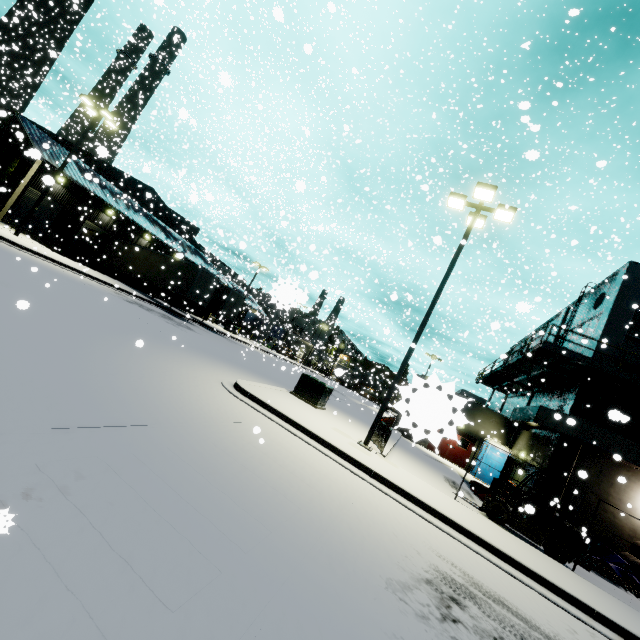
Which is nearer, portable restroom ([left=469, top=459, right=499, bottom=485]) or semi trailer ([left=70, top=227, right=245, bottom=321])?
portable restroom ([left=469, top=459, right=499, bottom=485])

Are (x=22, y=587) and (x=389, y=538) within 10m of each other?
yes

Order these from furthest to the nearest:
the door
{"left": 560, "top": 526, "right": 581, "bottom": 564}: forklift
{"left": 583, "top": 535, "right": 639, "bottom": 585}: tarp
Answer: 1. {"left": 583, "top": 535, "right": 639, "bottom": 585}: tarp
2. {"left": 560, "top": 526, "right": 581, "bottom": 564}: forklift
3. the door

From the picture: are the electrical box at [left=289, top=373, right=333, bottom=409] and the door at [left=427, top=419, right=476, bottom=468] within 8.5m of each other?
no

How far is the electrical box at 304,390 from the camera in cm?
1417

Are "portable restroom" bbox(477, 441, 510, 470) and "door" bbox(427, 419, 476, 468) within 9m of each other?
yes

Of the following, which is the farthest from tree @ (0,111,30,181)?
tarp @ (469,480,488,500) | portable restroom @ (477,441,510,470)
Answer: tarp @ (469,480,488,500)

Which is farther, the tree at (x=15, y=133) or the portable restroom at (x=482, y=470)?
the portable restroom at (x=482, y=470)
